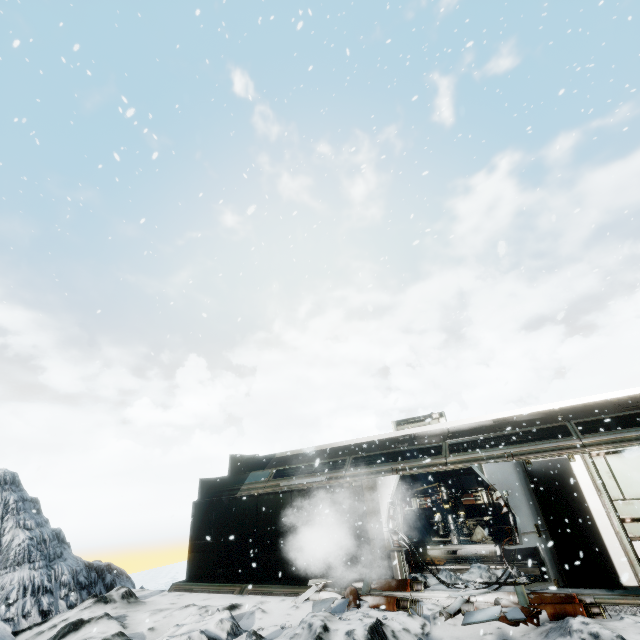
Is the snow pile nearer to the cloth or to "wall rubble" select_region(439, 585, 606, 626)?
"wall rubble" select_region(439, 585, 606, 626)

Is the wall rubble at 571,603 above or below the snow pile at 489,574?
below

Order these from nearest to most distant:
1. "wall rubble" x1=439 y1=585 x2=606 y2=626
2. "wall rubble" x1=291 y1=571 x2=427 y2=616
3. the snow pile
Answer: "wall rubble" x1=439 y1=585 x2=606 y2=626
"wall rubble" x1=291 y1=571 x2=427 y2=616
the snow pile

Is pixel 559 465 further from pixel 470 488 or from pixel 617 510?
pixel 470 488

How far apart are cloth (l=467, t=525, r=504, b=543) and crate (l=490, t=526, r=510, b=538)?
0.02m

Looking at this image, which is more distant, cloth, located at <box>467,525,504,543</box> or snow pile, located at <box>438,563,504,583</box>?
cloth, located at <box>467,525,504,543</box>

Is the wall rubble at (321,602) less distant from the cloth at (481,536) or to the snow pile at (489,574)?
the snow pile at (489,574)

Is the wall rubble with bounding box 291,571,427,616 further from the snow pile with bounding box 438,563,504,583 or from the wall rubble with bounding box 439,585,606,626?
the wall rubble with bounding box 439,585,606,626
